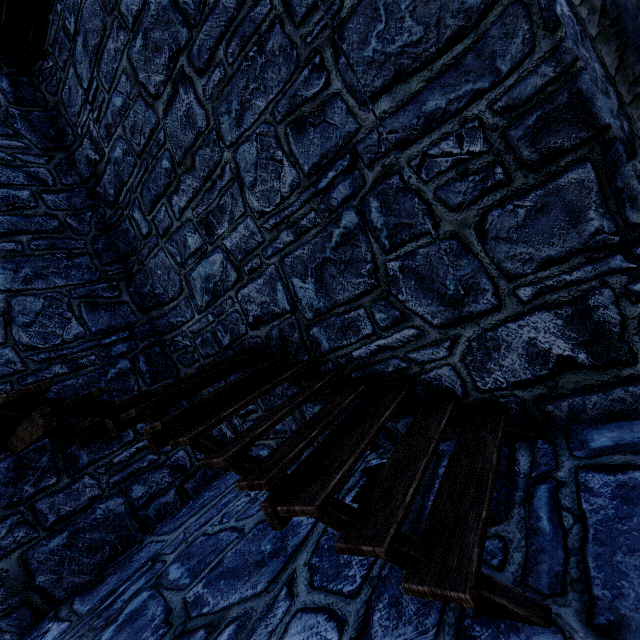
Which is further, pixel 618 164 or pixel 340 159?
pixel 340 159
